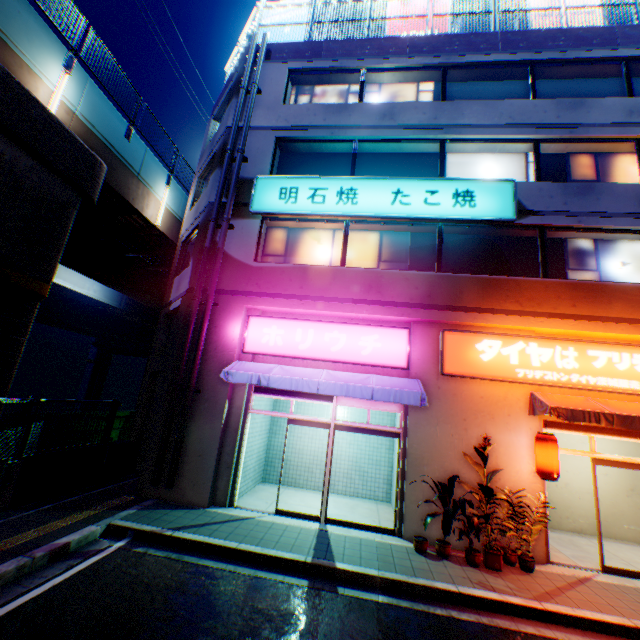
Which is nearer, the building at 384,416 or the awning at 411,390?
the awning at 411,390

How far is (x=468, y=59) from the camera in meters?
10.7

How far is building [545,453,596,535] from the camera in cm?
978

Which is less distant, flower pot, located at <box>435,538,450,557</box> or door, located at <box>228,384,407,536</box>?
flower pot, located at <box>435,538,450,557</box>

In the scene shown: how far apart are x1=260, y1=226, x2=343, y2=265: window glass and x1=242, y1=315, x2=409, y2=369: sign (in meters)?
1.59

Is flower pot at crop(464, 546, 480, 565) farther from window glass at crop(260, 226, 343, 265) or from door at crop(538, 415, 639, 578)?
window glass at crop(260, 226, 343, 265)

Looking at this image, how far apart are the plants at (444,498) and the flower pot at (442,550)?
0.5m
